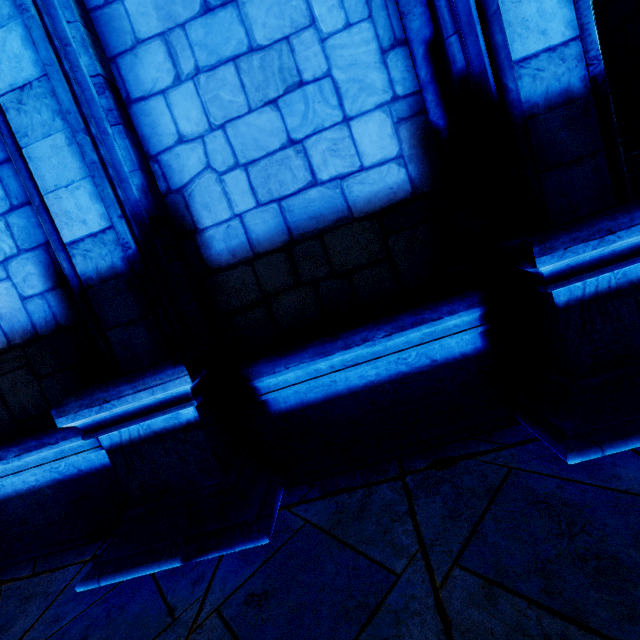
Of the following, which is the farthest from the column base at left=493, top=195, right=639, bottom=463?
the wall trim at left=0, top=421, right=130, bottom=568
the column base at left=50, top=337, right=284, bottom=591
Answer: the wall trim at left=0, top=421, right=130, bottom=568

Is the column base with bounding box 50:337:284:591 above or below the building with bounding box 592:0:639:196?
below

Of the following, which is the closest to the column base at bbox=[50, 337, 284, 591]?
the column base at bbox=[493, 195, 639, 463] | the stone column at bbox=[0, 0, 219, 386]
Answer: the stone column at bbox=[0, 0, 219, 386]

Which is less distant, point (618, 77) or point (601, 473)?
point (601, 473)

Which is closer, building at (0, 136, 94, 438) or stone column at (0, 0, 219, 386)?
stone column at (0, 0, 219, 386)

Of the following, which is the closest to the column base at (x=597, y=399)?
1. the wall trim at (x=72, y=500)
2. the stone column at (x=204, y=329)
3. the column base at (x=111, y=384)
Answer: the stone column at (x=204, y=329)

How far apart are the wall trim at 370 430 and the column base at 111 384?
0.0m

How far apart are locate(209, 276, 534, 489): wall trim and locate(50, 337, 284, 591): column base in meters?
0.0
